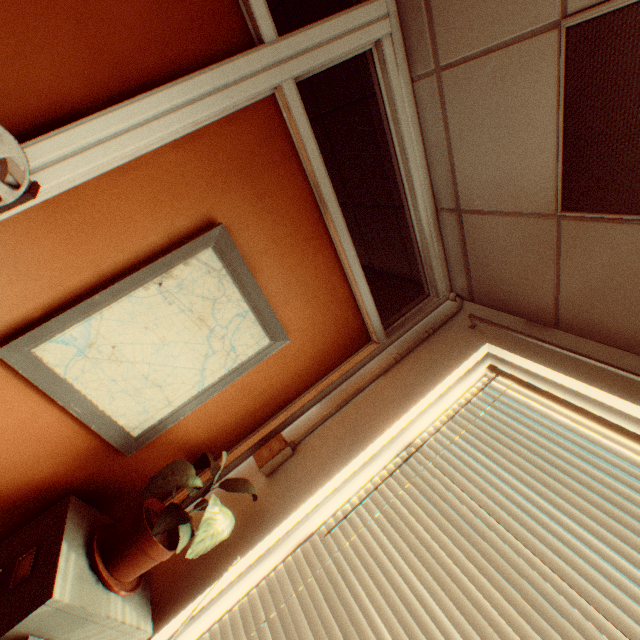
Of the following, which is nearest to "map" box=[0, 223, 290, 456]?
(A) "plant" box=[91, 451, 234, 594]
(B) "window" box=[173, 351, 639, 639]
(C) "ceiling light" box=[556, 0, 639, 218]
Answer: (A) "plant" box=[91, 451, 234, 594]

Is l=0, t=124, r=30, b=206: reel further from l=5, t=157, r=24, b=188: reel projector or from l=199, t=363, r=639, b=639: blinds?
l=199, t=363, r=639, b=639: blinds

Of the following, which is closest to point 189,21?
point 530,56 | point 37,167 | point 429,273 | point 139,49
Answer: point 139,49

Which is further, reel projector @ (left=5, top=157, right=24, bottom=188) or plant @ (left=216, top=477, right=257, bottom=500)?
plant @ (left=216, top=477, right=257, bottom=500)

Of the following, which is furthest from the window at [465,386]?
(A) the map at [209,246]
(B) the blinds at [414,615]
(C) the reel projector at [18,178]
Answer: (C) the reel projector at [18,178]

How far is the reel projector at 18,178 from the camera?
0.9 meters

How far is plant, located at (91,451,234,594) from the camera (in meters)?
1.30
